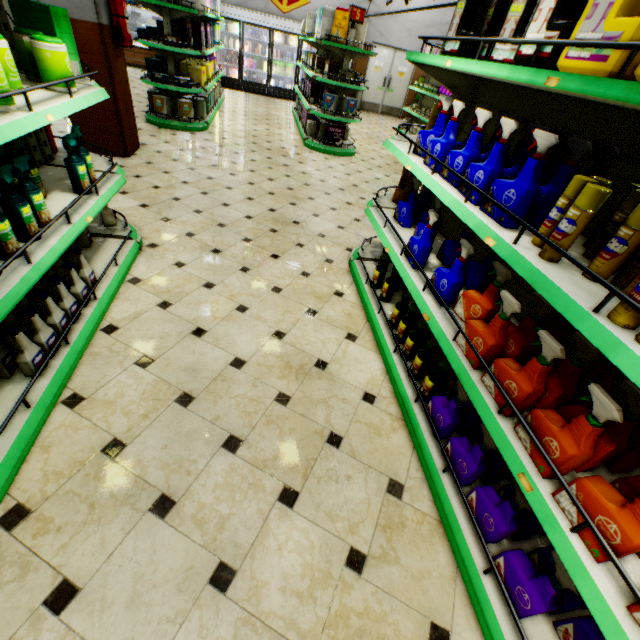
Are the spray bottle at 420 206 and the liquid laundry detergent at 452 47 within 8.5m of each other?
yes

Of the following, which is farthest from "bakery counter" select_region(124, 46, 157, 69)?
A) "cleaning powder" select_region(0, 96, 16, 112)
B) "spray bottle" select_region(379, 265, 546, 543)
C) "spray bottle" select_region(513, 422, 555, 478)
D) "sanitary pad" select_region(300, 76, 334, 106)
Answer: "spray bottle" select_region(513, 422, 555, 478)

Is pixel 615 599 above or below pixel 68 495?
above

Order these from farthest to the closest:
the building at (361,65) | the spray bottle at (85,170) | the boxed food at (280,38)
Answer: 1. the building at (361,65)
2. the boxed food at (280,38)
3. the spray bottle at (85,170)

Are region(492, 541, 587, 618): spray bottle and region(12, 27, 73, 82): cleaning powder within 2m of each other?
no

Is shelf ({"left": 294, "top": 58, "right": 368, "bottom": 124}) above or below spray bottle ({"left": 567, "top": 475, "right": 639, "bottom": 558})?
above

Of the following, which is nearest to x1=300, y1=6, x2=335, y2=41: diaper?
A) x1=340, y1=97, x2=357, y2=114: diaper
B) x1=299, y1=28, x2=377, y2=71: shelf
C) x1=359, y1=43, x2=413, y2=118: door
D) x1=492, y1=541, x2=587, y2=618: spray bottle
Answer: x1=299, y1=28, x2=377, y2=71: shelf

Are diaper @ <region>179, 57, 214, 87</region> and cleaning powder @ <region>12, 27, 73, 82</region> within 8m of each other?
yes
